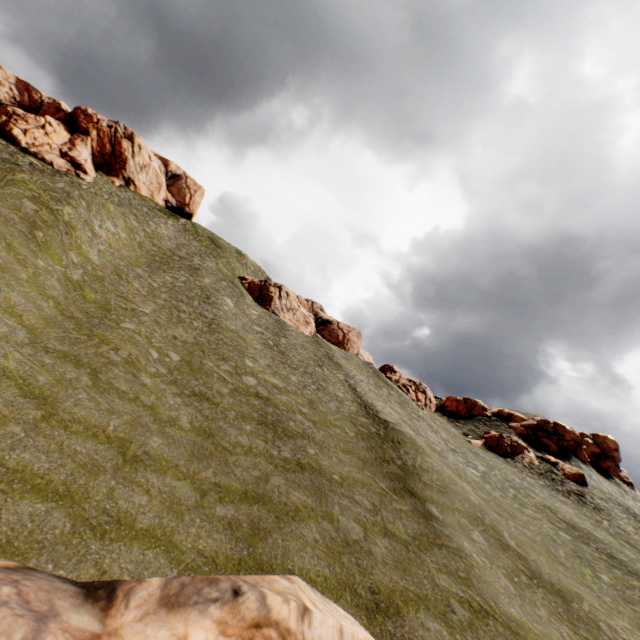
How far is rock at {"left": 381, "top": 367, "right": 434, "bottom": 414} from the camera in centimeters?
5009cm

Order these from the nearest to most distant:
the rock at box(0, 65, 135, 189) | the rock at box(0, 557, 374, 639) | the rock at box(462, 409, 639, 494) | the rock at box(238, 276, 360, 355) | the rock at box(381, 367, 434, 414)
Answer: the rock at box(0, 557, 374, 639)
the rock at box(462, 409, 639, 494)
the rock at box(0, 65, 135, 189)
the rock at box(381, 367, 434, 414)
the rock at box(238, 276, 360, 355)

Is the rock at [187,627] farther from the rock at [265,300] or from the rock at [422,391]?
the rock at [422,391]

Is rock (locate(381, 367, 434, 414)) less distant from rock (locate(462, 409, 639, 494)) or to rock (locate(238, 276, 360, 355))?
rock (locate(462, 409, 639, 494))

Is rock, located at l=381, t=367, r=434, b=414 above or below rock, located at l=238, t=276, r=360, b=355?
below

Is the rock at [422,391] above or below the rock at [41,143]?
below

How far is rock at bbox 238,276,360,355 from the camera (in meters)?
53.69

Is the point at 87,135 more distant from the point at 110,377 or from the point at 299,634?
the point at 299,634
